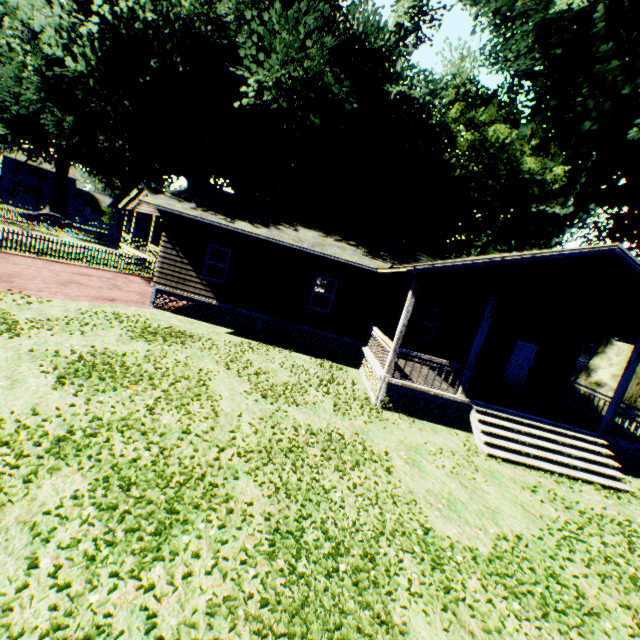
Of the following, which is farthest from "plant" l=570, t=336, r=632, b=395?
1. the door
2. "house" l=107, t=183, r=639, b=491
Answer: the door

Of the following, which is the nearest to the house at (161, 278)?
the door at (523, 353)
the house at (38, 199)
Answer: the door at (523, 353)

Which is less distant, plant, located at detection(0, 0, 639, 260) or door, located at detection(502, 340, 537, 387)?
plant, located at detection(0, 0, 639, 260)

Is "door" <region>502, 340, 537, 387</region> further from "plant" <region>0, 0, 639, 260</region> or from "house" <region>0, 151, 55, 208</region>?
"house" <region>0, 151, 55, 208</region>

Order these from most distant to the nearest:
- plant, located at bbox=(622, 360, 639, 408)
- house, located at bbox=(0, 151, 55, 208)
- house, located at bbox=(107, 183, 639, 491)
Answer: house, located at bbox=(0, 151, 55, 208) → plant, located at bbox=(622, 360, 639, 408) → house, located at bbox=(107, 183, 639, 491)

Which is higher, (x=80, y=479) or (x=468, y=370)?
(x=468, y=370)

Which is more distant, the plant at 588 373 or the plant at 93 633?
the plant at 588 373

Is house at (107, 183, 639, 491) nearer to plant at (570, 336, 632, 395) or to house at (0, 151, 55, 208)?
plant at (570, 336, 632, 395)
